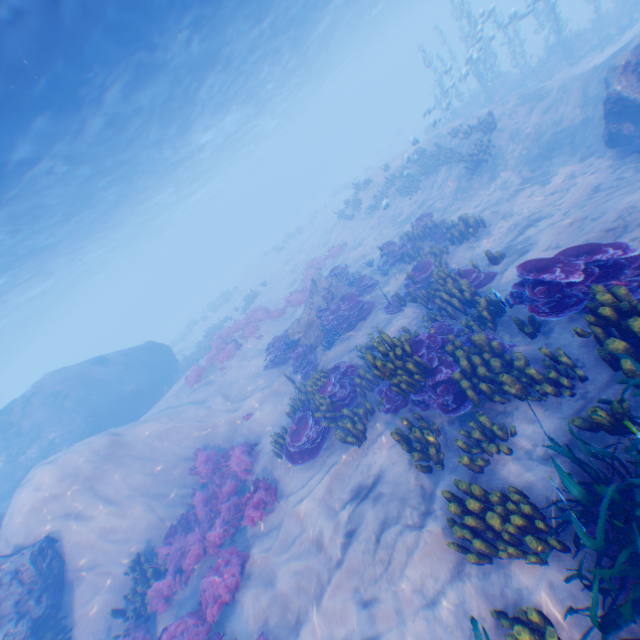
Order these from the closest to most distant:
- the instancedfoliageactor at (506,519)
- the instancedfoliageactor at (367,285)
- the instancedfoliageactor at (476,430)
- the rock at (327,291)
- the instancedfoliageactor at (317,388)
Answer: the instancedfoliageactor at (506,519) → the instancedfoliageactor at (476,430) → the instancedfoliageactor at (317,388) → the instancedfoliageactor at (367,285) → the rock at (327,291)

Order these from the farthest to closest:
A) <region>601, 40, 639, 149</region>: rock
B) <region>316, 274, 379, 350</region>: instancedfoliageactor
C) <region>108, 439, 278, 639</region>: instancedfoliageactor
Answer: <region>316, 274, 379, 350</region>: instancedfoliageactor < <region>601, 40, 639, 149</region>: rock < <region>108, 439, 278, 639</region>: instancedfoliageactor

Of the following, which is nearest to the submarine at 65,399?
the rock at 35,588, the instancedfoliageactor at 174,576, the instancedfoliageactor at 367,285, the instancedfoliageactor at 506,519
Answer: the rock at 35,588

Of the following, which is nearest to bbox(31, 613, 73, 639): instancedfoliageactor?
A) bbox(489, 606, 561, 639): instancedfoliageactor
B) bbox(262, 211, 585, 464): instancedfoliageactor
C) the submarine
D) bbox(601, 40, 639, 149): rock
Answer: bbox(489, 606, 561, 639): instancedfoliageactor

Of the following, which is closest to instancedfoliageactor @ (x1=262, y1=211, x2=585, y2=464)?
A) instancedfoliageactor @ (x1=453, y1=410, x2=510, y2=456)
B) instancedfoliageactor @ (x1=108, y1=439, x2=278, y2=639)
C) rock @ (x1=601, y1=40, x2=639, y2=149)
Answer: instancedfoliageactor @ (x1=453, y1=410, x2=510, y2=456)

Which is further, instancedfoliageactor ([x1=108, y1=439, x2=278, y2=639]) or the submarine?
the submarine

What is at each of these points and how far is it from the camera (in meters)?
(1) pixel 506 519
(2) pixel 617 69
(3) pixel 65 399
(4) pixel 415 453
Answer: (1) instancedfoliageactor, 4.52
(2) rock, 8.84
(3) submarine, 19.00
(4) instancedfoliageactor, 6.33

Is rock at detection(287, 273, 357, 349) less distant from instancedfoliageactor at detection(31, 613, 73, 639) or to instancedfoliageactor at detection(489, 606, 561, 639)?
instancedfoliageactor at detection(31, 613, 73, 639)
